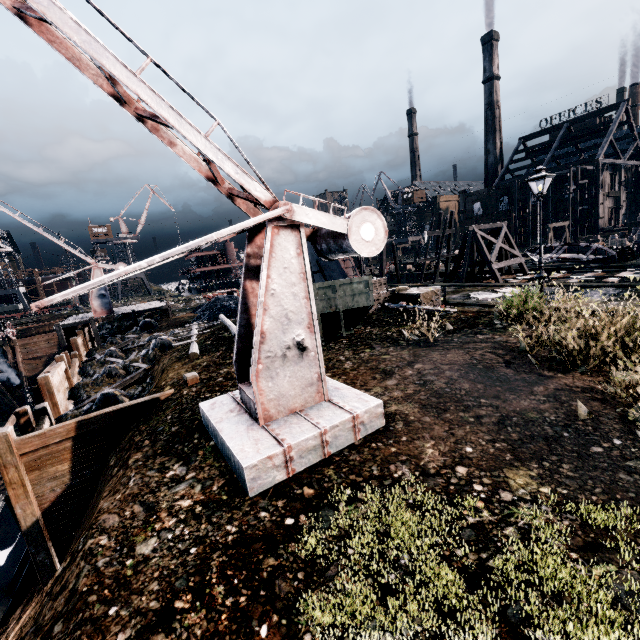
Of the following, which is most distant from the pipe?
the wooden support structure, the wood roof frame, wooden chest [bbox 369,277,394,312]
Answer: the wood roof frame

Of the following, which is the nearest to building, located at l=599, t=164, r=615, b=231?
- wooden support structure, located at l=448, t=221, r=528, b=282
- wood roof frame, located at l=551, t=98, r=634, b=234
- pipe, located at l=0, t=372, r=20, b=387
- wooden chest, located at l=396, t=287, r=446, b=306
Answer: pipe, located at l=0, t=372, r=20, b=387

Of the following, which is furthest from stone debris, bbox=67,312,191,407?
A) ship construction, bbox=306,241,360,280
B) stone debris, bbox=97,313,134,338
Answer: ship construction, bbox=306,241,360,280

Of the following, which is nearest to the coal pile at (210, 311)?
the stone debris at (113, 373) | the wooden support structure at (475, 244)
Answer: the stone debris at (113, 373)

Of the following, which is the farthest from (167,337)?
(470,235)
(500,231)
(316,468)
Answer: (500,231)

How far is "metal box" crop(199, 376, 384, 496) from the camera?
5.1 meters

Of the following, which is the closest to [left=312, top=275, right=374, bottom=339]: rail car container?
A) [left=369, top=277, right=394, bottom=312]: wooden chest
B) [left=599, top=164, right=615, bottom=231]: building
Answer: [left=369, top=277, right=394, bottom=312]: wooden chest

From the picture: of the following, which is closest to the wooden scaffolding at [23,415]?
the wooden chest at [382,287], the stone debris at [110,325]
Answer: the wooden chest at [382,287]
